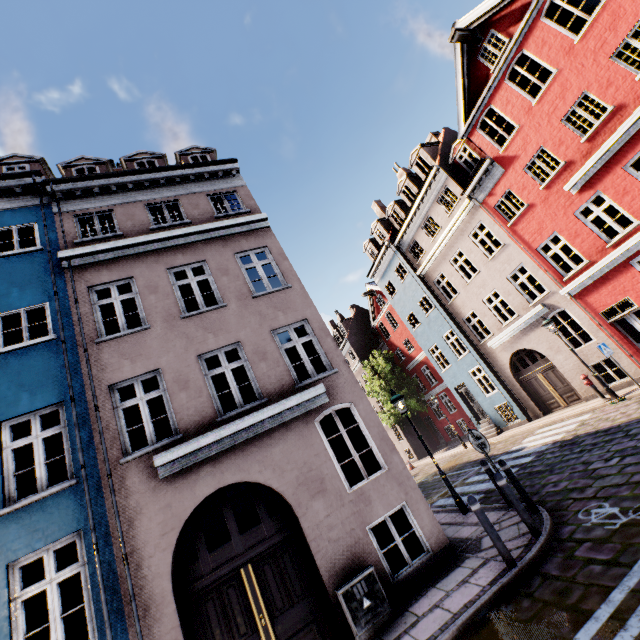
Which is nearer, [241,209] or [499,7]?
[499,7]

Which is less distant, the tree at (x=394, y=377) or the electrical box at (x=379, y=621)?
the electrical box at (x=379, y=621)

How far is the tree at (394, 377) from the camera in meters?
27.7

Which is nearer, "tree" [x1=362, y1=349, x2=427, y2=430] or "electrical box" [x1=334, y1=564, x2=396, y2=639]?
"electrical box" [x1=334, y1=564, x2=396, y2=639]

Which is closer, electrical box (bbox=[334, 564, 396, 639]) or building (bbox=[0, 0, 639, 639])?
electrical box (bbox=[334, 564, 396, 639])

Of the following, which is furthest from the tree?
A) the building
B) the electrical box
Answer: the electrical box

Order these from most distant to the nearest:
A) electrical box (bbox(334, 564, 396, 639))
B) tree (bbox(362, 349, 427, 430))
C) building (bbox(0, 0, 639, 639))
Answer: tree (bbox(362, 349, 427, 430)) < building (bbox(0, 0, 639, 639)) < electrical box (bbox(334, 564, 396, 639))
